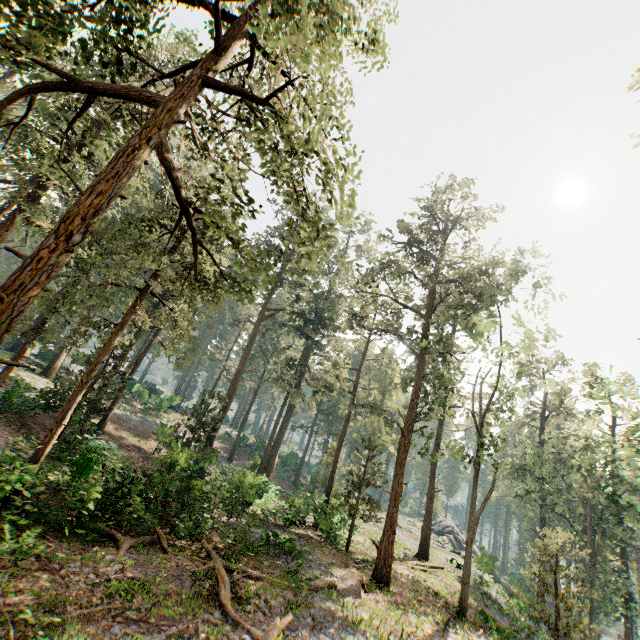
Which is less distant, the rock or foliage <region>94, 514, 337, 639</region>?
foliage <region>94, 514, 337, 639</region>

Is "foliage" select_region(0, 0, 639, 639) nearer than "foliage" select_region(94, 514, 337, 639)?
Yes

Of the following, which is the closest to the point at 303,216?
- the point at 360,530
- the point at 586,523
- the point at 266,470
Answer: the point at 266,470

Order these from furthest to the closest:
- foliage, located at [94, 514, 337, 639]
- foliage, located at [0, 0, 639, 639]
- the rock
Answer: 1. the rock
2. foliage, located at [94, 514, 337, 639]
3. foliage, located at [0, 0, 639, 639]

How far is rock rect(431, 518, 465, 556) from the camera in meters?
45.7 m

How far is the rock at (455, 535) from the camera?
45.7 meters

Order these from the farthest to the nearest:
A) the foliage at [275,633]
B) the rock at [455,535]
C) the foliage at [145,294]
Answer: the rock at [455,535], the foliage at [275,633], the foliage at [145,294]
